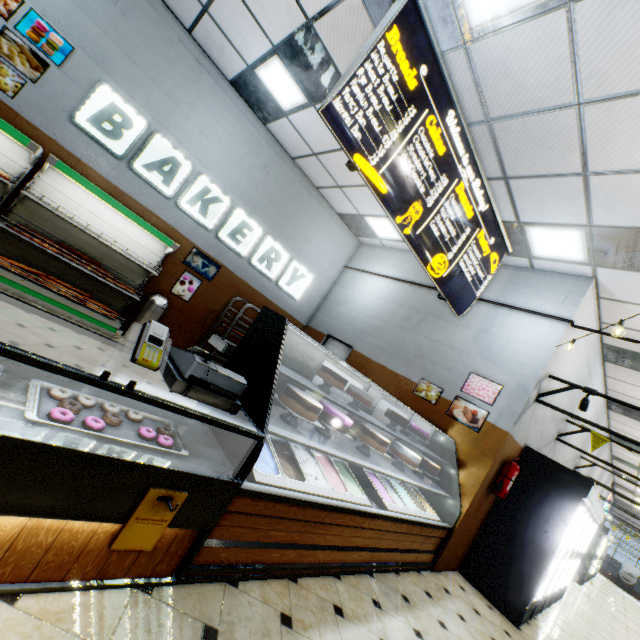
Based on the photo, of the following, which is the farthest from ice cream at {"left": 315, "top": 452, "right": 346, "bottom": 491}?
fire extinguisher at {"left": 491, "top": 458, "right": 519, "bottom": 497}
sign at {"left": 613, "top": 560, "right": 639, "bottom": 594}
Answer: sign at {"left": 613, "top": 560, "right": 639, "bottom": 594}

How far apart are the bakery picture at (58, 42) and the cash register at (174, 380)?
5.25m

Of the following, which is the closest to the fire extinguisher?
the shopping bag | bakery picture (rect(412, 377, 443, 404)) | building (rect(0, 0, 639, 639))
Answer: building (rect(0, 0, 639, 639))

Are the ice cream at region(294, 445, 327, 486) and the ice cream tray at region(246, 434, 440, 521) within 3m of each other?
yes

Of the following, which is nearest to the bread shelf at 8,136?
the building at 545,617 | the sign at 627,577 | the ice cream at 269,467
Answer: the building at 545,617

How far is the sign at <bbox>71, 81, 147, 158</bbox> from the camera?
4.96m

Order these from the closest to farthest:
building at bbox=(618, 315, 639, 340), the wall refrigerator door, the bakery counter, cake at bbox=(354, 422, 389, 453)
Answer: the bakery counter < cake at bbox=(354, 422, 389, 453) < the wall refrigerator door < building at bbox=(618, 315, 639, 340)

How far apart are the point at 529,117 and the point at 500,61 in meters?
0.7
